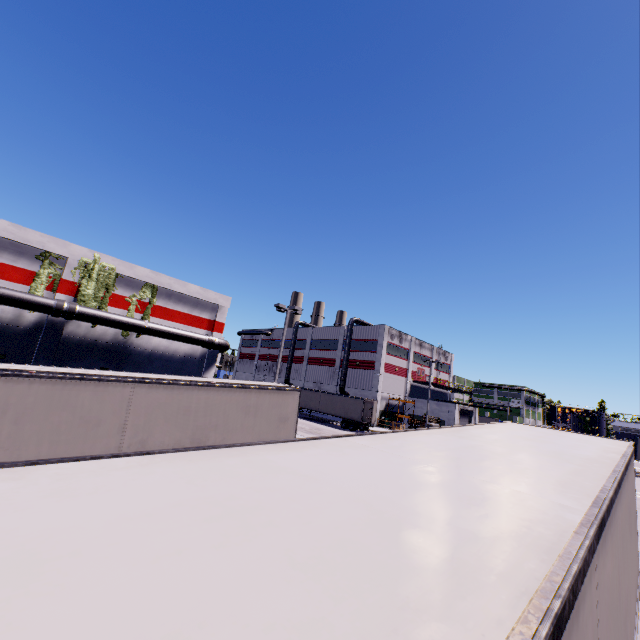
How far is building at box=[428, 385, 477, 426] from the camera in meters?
46.0 m

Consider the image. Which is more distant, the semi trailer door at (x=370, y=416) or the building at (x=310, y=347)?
the building at (x=310, y=347)

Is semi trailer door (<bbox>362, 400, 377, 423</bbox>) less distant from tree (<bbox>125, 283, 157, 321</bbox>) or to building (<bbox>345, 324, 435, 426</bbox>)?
building (<bbox>345, 324, 435, 426</bbox>)

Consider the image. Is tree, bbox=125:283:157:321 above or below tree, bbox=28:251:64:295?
above

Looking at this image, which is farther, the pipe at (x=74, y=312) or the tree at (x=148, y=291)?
the tree at (x=148, y=291)

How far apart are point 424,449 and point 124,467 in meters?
3.4

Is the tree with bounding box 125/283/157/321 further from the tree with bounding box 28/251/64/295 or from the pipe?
the tree with bounding box 28/251/64/295

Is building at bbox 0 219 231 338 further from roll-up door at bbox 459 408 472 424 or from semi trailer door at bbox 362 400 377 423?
semi trailer door at bbox 362 400 377 423
